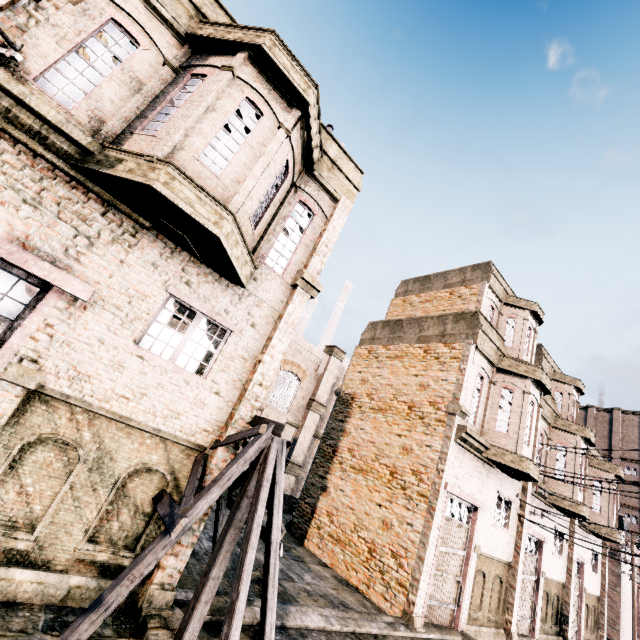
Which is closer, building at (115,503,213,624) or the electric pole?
the electric pole

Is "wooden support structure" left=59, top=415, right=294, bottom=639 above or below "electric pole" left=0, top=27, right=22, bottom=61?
below

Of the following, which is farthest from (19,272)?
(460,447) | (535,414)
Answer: (535,414)

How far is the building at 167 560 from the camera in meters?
5.8

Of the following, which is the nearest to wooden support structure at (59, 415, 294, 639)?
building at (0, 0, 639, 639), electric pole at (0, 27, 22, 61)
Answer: building at (0, 0, 639, 639)

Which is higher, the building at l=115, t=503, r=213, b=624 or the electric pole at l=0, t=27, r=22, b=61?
the electric pole at l=0, t=27, r=22, b=61

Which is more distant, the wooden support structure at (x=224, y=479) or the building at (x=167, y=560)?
the building at (x=167, y=560)

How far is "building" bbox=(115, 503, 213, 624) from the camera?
5.8 meters
